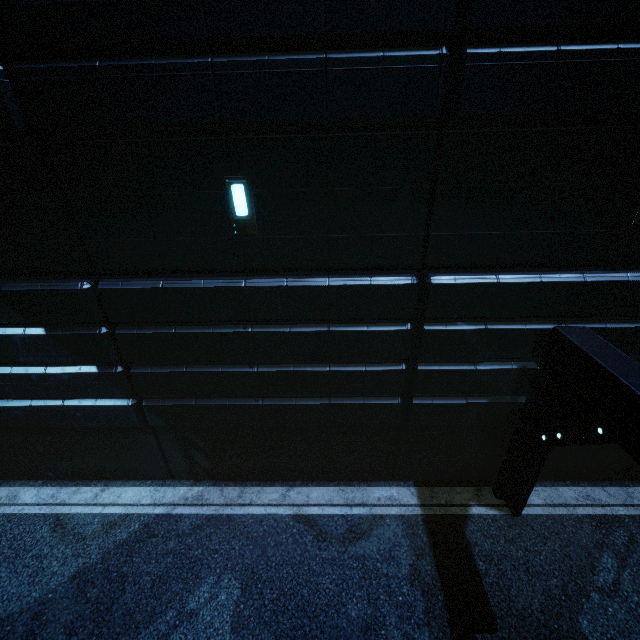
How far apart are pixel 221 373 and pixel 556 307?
6.58m
